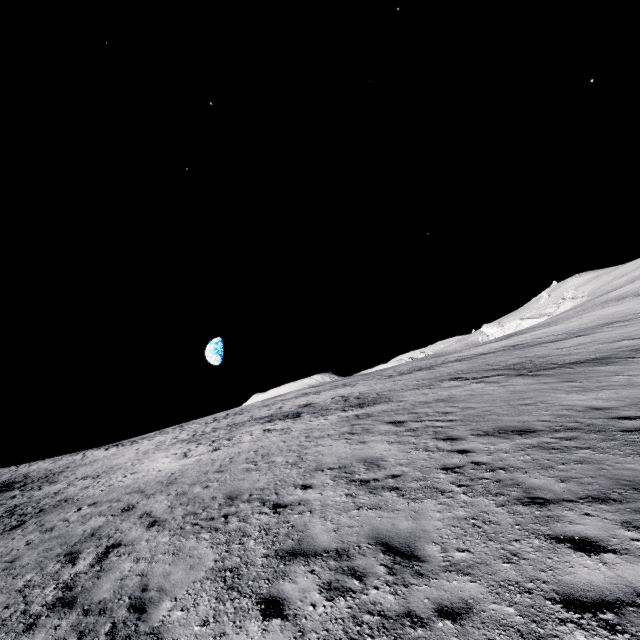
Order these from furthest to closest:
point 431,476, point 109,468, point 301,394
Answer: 1. point 301,394
2. point 109,468
3. point 431,476
